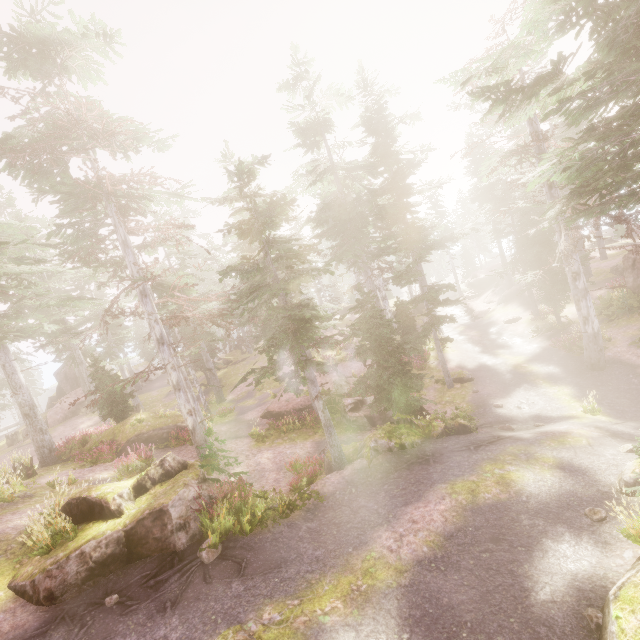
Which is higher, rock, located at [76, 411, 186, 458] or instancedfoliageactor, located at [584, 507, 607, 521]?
rock, located at [76, 411, 186, 458]

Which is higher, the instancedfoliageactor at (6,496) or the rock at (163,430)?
the instancedfoliageactor at (6,496)

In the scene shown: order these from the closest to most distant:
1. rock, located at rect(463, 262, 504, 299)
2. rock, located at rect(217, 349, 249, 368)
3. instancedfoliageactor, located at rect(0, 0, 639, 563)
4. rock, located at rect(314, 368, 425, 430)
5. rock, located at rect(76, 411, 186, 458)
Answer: instancedfoliageactor, located at rect(0, 0, 639, 563), rock, located at rect(314, 368, 425, 430), rock, located at rect(76, 411, 186, 458), rock, located at rect(217, 349, 249, 368), rock, located at rect(463, 262, 504, 299)

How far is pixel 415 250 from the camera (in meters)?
33.56

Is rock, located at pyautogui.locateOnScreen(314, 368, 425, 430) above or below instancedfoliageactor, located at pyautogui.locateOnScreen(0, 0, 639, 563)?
below

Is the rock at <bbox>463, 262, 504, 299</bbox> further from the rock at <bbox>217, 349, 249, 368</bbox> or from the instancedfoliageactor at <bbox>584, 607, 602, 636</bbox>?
the rock at <bbox>217, 349, 249, 368</bbox>

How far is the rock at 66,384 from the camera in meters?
32.2

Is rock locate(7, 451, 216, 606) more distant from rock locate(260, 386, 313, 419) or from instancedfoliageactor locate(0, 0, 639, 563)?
rock locate(260, 386, 313, 419)
